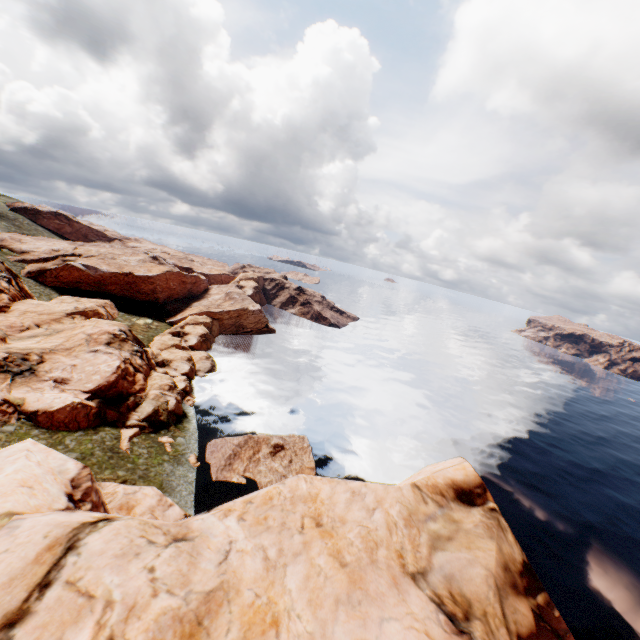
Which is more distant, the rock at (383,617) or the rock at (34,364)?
the rock at (34,364)

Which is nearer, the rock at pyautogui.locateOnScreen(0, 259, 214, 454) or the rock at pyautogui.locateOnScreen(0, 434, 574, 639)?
the rock at pyautogui.locateOnScreen(0, 434, 574, 639)

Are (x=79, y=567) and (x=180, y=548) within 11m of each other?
yes
